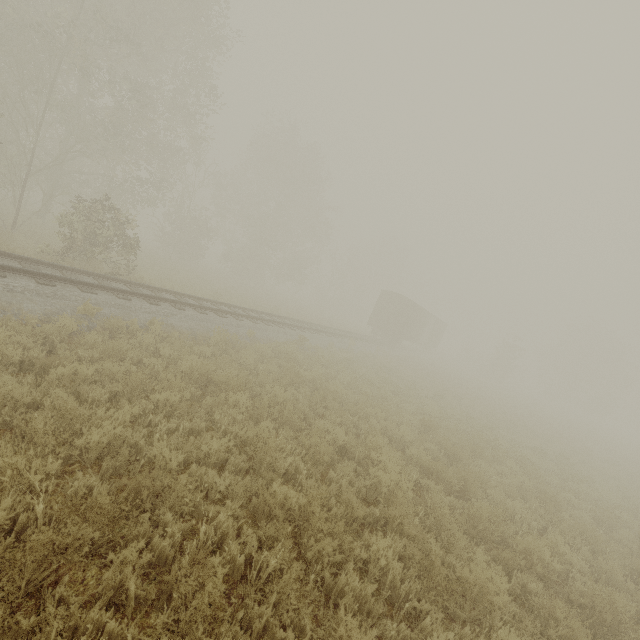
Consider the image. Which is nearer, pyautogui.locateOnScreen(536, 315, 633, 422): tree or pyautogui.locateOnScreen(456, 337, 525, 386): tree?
pyautogui.locateOnScreen(456, 337, 525, 386): tree

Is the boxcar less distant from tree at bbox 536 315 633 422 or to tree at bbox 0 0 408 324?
tree at bbox 0 0 408 324

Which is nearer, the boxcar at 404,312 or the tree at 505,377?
the boxcar at 404,312

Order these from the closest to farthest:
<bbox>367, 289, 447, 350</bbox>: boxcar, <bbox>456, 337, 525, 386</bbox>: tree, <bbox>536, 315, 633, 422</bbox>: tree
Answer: <bbox>367, 289, 447, 350</bbox>: boxcar → <bbox>456, 337, 525, 386</bbox>: tree → <bbox>536, 315, 633, 422</bbox>: tree

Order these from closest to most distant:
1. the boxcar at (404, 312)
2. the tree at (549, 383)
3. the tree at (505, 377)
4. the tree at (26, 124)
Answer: the tree at (26, 124), the boxcar at (404, 312), the tree at (505, 377), the tree at (549, 383)

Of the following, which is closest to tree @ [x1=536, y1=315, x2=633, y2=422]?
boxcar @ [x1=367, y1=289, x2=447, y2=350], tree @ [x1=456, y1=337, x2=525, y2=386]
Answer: tree @ [x1=456, y1=337, x2=525, y2=386]

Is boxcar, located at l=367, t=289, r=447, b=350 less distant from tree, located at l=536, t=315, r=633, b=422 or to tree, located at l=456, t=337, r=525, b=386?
tree, located at l=456, t=337, r=525, b=386

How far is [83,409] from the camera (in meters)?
4.80
